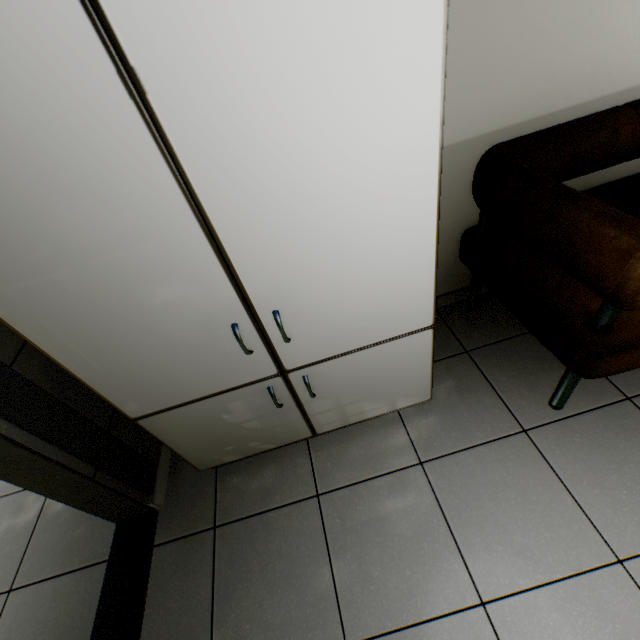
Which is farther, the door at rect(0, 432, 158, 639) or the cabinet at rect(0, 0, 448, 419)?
the door at rect(0, 432, 158, 639)

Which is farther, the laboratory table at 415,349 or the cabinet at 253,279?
the laboratory table at 415,349

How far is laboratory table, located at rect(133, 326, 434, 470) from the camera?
1.24m

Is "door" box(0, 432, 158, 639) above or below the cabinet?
below

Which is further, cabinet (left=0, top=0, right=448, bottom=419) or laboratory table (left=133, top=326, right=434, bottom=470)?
laboratory table (left=133, top=326, right=434, bottom=470)

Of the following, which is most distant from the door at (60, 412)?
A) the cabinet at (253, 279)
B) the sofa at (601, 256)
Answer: the sofa at (601, 256)

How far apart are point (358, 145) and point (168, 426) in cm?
121

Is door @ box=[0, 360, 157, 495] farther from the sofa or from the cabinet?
the sofa
